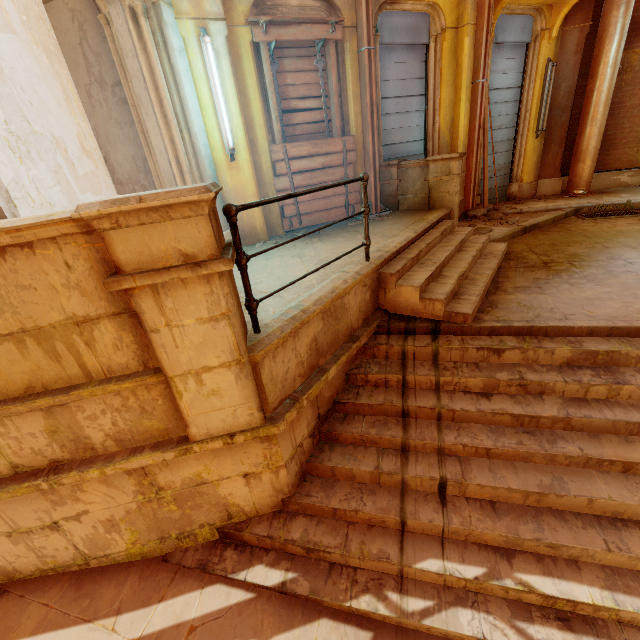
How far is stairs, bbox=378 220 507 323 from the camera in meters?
3.9 m

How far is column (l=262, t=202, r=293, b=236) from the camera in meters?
6.0

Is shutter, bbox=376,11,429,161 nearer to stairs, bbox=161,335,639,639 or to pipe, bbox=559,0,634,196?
pipe, bbox=559,0,634,196

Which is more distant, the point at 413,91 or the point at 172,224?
the point at 413,91

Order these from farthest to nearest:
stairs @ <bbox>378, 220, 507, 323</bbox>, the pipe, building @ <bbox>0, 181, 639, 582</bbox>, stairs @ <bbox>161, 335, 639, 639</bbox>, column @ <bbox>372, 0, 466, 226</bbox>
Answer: the pipe, column @ <bbox>372, 0, 466, 226</bbox>, stairs @ <bbox>378, 220, 507, 323</bbox>, stairs @ <bbox>161, 335, 639, 639</bbox>, building @ <bbox>0, 181, 639, 582</bbox>

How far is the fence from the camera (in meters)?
2.24

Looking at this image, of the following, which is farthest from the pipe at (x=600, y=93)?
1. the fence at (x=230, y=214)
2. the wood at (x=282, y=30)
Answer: the fence at (x=230, y=214)

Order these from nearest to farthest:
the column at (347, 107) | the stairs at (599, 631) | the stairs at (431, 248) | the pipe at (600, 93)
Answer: the stairs at (599, 631)
the stairs at (431, 248)
the column at (347, 107)
the pipe at (600, 93)
